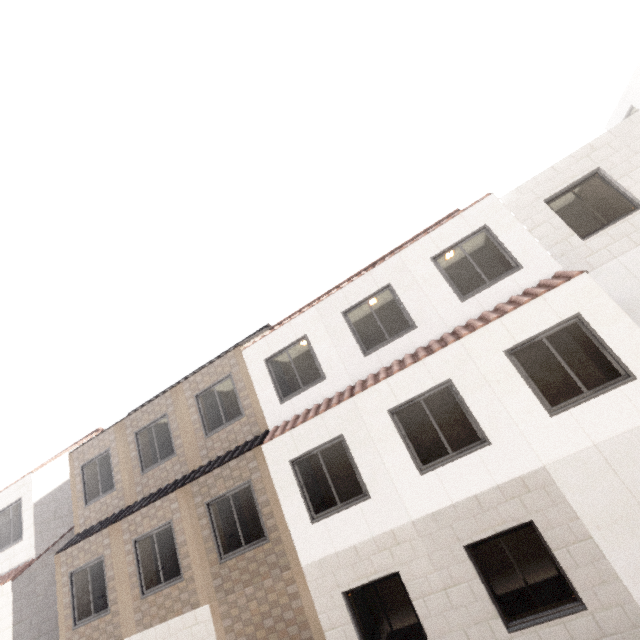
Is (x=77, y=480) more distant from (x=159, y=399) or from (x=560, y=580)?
(x=560, y=580)
